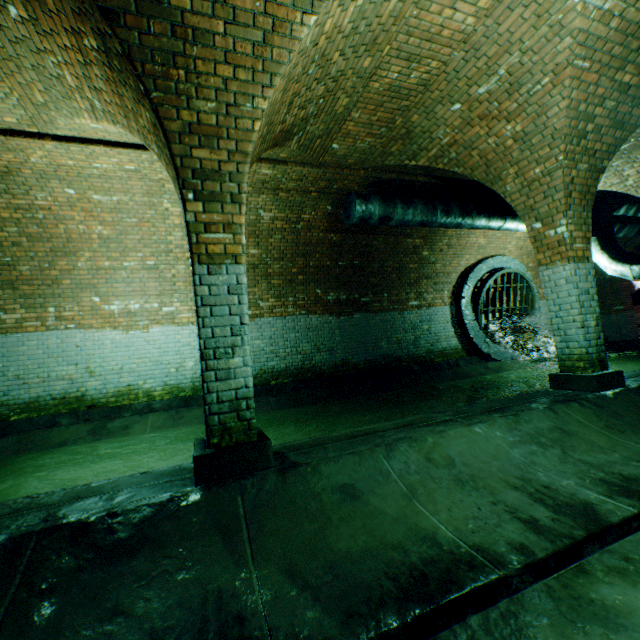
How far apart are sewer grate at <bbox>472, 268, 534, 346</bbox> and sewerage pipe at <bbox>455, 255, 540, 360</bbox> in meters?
0.0 m

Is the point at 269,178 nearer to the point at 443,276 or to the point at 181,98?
Result: the point at 181,98

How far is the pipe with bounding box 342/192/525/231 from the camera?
6.35m

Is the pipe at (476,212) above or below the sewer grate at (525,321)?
above

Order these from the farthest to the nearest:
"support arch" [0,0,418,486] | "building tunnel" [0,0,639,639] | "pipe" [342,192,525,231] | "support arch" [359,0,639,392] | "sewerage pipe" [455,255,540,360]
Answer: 1. "sewerage pipe" [455,255,540,360]
2. "pipe" [342,192,525,231]
3. "support arch" [359,0,639,392]
4. "support arch" [0,0,418,486]
5. "building tunnel" [0,0,639,639]

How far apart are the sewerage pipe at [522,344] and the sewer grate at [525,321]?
0.0m

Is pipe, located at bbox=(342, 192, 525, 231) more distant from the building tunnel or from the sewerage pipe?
the sewerage pipe

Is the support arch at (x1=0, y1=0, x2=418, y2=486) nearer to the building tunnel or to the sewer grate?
the building tunnel
